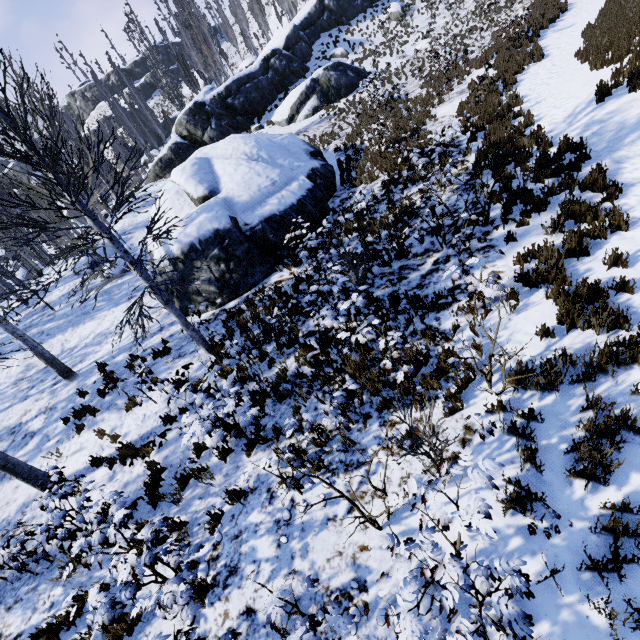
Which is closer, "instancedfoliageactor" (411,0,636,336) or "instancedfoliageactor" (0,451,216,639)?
"instancedfoliageactor" (0,451,216,639)

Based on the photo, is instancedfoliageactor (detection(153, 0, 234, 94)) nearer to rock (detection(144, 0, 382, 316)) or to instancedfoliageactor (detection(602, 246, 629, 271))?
rock (detection(144, 0, 382, 316))

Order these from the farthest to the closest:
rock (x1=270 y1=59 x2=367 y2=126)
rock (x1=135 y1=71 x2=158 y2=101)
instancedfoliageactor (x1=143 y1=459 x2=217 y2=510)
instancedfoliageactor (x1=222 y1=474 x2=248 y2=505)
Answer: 1. rock (x1=135 y1=71 x2=158 y2=101)
2. rock (x1=270 y1=59 x2=367 y2=126)
3. instancedfoliageactor (x1=143 y1=459 x2=217 y2=510)
4. instancedfoliageactor (x1=222 y1=474 x2=248 y2=505)

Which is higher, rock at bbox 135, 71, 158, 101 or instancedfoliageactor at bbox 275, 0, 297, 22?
rock at bbox 135, 71, 158, 101

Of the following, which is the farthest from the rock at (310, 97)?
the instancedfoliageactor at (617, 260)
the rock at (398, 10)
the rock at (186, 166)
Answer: the instancedfoliageactor at (617, 260)

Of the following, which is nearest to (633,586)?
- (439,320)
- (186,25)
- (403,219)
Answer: (439,320)

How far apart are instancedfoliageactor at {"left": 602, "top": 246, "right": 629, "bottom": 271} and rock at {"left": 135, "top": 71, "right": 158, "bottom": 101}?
73.1m

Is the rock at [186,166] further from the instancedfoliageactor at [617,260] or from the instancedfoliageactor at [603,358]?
the instancedfoliageactor at [617,260]
